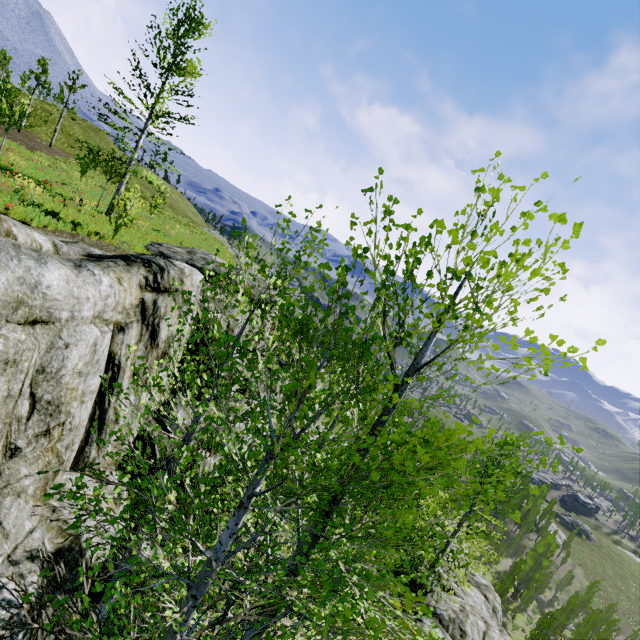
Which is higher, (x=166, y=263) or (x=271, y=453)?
(x=271, y=453)

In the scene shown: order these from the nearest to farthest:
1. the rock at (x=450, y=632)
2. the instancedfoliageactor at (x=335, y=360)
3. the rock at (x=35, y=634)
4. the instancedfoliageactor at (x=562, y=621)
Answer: the instancedfoliageactor at (x=335, y=360), the rock at (x=35, y=634), the rock at (x=450, y=632), the instancedfoliageactor at (x=562, y=621)

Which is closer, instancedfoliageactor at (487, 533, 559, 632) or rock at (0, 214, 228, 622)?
rock at (0, 214, 228, 622)

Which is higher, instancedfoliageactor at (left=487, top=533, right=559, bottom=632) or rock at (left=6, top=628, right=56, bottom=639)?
rock at (left=6, top=628, right=56, bottom=639)

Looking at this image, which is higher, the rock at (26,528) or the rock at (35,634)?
the rock at (26,528)

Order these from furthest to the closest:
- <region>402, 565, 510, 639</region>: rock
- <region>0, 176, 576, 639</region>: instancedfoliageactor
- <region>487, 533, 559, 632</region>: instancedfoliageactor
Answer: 1. <region>487, 533, 559, 632</region>: instancedfoliageactor
2. <region>402, 565, 510, 639</region>: rock
3. <region>0, 176, 576, 639</region>: instancedfoliageactor

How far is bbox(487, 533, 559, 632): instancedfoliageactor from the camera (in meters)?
43.20
